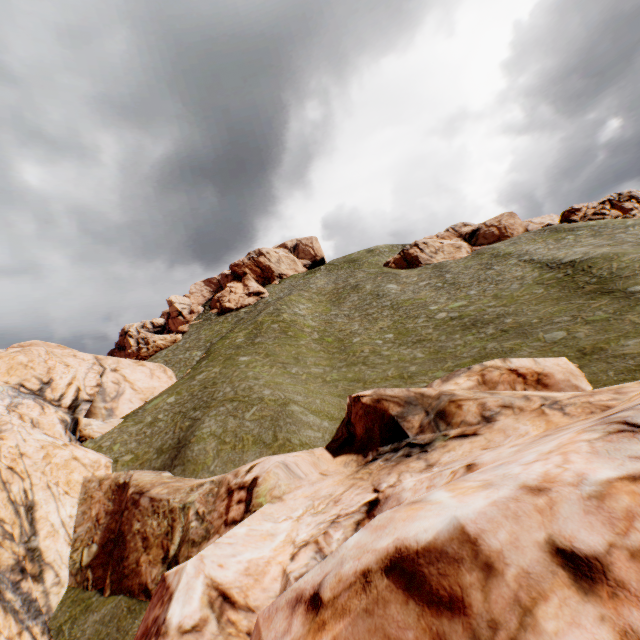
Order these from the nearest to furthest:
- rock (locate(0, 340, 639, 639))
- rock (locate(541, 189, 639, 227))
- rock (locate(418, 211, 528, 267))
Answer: rock (locate(0, 340, 639, 639)) → rock (locate(541, 189, 639, 227)) → rock (locate(418, 211, 528, 267))

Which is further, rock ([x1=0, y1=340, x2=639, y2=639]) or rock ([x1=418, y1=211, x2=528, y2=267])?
rock ([x1=418, y1=211, x2=528, y2=267])

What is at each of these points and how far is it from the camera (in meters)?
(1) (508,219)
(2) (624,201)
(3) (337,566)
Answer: (1) rock, 56.84
(2) rock, 48.66
(3) rock, 3.33

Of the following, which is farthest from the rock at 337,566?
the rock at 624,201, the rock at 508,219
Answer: the rock at 624,201

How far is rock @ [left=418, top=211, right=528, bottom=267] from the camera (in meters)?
55.38

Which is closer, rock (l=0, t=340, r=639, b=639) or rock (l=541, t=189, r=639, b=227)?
rock (l=0, t=340, r=639, b=639)

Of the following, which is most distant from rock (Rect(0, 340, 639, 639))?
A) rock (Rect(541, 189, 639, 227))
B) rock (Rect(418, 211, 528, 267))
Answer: rock (Rect(541, 189, 639, 227))

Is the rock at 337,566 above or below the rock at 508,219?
below
